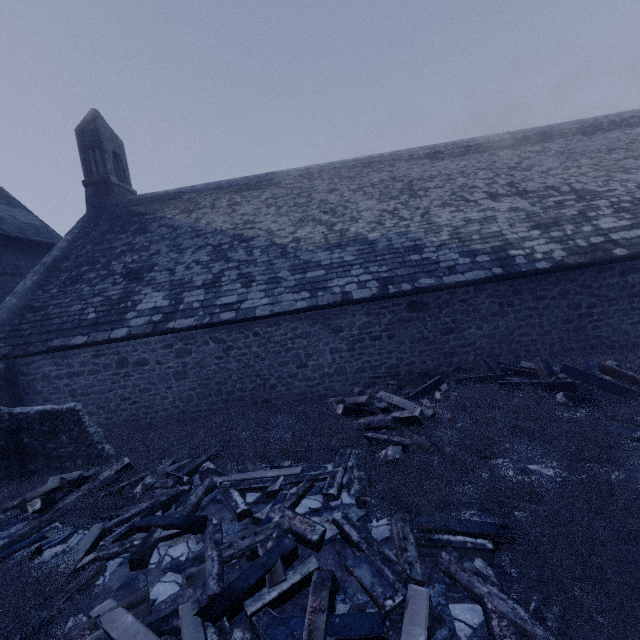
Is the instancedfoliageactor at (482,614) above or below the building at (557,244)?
below

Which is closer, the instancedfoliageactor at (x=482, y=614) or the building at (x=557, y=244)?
the instancedfoliageactor at (x=482, y=614)

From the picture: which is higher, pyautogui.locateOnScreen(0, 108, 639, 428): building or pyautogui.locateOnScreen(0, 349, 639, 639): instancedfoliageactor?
pyautogui.locateOnScreen(0, 108, 639, 428): building

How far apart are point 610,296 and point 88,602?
12.1m

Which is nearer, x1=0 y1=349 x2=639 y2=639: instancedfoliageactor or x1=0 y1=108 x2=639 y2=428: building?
x1=0 y1=349 x2=639 y2=639: instancedfoliageactor
